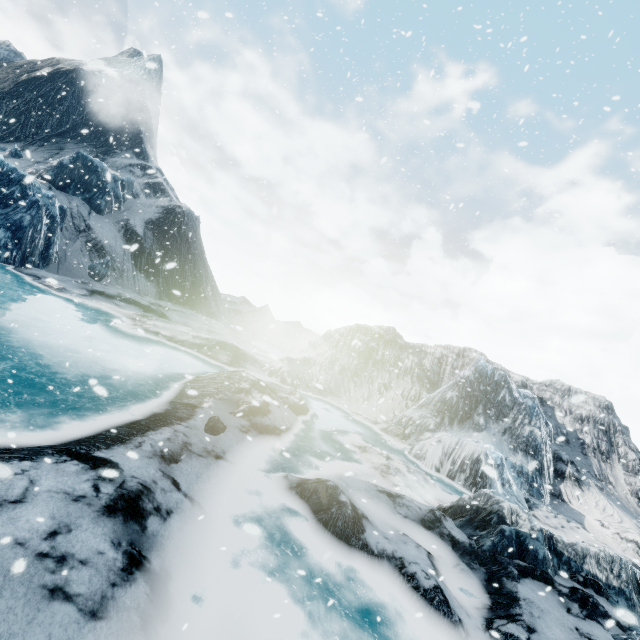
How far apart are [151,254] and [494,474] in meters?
31.7 m
